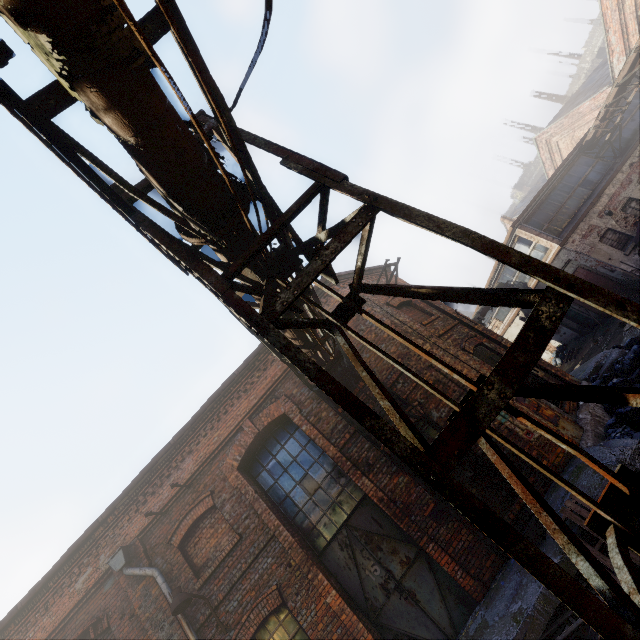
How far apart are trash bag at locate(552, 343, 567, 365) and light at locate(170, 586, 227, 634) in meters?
22.3 m

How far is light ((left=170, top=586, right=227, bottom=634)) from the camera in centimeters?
654cm

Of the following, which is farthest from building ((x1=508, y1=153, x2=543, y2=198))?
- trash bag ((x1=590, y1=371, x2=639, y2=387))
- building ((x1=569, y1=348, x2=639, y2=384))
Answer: trash bag ((x1=590, y1=371, x2=639, y2=387))

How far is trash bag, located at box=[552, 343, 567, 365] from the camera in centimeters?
2022cm

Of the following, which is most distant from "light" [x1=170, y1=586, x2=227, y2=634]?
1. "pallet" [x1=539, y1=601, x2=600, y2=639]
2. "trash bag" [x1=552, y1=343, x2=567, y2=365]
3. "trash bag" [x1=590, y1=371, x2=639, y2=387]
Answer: "trash bag" [x1=552, y1=343, x2=567, y2=365]

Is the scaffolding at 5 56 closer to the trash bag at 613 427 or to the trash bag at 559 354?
the trash bag at 613 427

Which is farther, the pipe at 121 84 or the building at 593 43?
the building at 593 43

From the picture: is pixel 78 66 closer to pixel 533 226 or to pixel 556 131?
pixel 533 226
